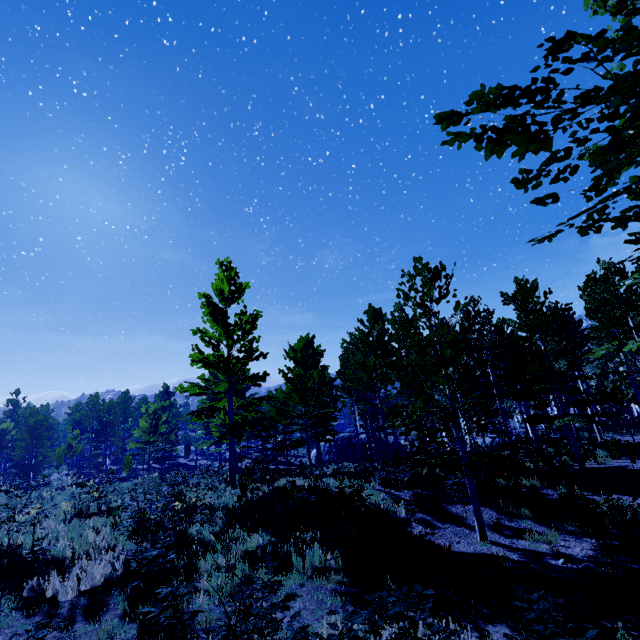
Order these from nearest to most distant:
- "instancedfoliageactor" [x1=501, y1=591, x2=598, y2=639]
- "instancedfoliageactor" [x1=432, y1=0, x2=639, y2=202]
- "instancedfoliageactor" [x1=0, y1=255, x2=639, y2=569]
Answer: "instancedfoliageactor" [x1=432, y1=0, x2=639, y2=202]
"instancedfoliageactor" [x1=501, y1=591, x2=598, y2=639]
"instancedfoliageactor" [x1=0, y1=255, x2=639, y2=569]

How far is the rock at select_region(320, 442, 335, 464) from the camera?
35.3m

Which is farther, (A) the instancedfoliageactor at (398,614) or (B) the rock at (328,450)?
(B) the rock at (328,450)

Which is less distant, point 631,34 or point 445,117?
point 631,34

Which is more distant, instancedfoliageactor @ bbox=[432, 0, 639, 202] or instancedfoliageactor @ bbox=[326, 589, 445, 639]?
instancedfoliageactor @ bbox=[326, 589, 445, 639]

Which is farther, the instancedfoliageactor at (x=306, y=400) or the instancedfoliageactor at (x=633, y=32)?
the instancedfoliageactor at (x=306, y=400)
